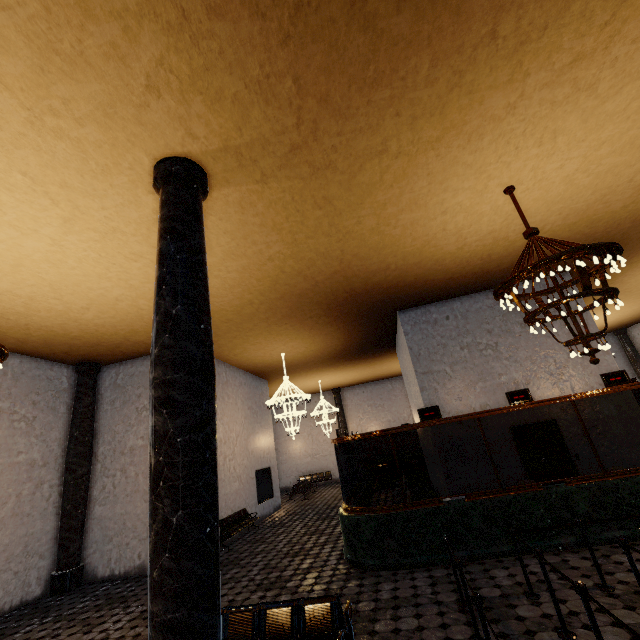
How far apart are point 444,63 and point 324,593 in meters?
8.8 m
